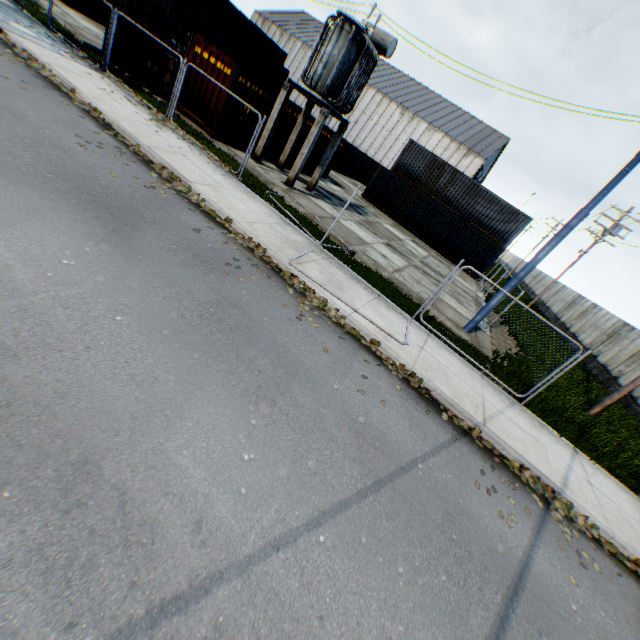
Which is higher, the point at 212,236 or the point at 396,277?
the point at 396,277

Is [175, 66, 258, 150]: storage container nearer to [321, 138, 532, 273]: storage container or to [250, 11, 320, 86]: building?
[321, 138, 532, 273]: storage container

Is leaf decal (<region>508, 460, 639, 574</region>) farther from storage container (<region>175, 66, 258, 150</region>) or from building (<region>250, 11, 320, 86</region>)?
building (<region>250, 11, 320, 86</region>)

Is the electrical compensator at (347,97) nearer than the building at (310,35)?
Yes

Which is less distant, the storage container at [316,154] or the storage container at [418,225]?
the storage container at [316,154]

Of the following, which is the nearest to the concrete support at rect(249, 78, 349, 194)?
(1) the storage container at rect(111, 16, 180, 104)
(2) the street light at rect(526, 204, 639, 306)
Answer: (1) the storage container at rect(111, 16, 180, 104)

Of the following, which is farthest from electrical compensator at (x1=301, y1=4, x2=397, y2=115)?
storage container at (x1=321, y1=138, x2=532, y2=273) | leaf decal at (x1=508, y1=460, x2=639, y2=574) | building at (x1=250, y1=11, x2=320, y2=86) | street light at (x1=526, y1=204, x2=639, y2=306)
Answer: building at (x1=250, y1=11, x2=320, y2=86)

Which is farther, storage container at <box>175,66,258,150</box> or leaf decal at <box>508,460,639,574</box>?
storage container at <box>175,66,258,150</box>
